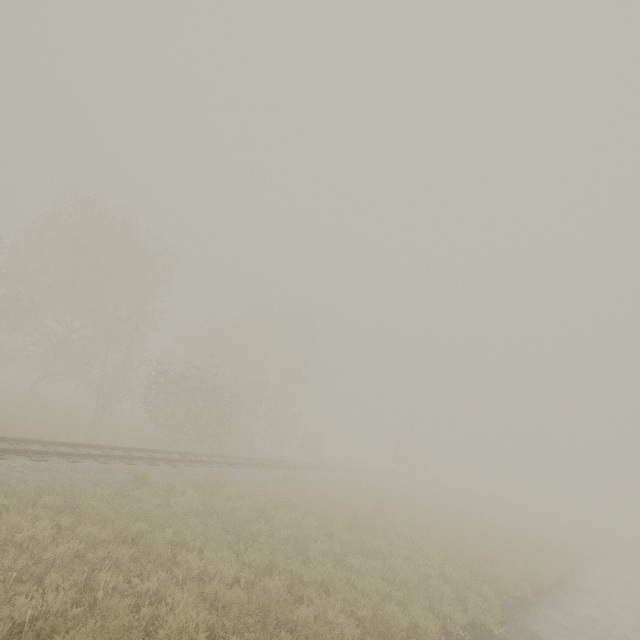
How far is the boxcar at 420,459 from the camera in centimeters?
5003cm

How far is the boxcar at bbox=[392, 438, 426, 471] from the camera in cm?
5003

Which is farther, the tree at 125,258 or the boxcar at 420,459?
the boxcar at 420,459

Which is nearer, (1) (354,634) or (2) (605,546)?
(1) (354,634)

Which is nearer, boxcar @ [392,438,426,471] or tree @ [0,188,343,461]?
tree @ [0,188,343,461]
